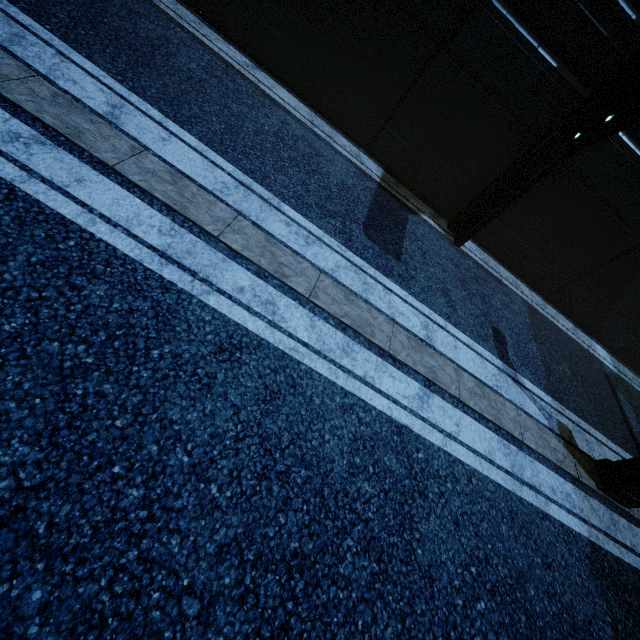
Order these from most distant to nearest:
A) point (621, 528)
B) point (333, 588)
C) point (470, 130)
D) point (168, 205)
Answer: point (470, 130), point (621, 528), point (168, 205), point (333, 588)
